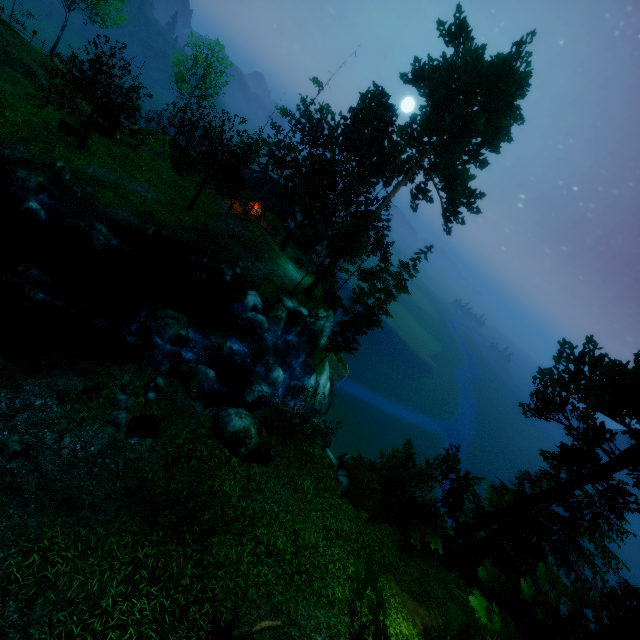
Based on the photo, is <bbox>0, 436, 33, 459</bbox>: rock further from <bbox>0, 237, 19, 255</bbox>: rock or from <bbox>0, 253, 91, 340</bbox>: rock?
<bbox>0, 237, 19, 255</bbox>: rock

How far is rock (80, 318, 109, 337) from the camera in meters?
15.2

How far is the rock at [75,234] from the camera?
17.6m

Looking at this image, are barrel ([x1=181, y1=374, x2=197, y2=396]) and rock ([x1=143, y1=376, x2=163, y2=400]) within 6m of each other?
yes

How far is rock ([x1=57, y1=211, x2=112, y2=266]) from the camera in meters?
17.6

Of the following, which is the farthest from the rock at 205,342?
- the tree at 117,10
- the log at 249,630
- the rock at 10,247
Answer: the rock at 10,247

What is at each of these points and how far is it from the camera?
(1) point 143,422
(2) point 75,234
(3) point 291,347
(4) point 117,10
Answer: (1) rock, 10.30m
(2) rock, 17.62m
(3) rock, 27.08m
(4) tree, 31.31m

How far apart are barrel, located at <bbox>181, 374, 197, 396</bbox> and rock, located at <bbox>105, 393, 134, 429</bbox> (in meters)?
4.13
